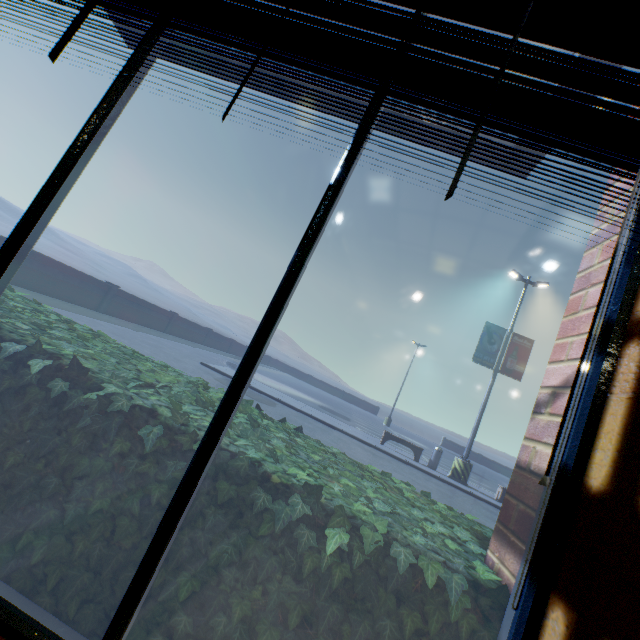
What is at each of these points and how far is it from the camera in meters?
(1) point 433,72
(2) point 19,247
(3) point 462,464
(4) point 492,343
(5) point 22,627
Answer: (1) curtain, 1.1 m
(2) building, 1.3 m
(3) lamp post, 13.5 m
(4) lamp post banner, 14.8 m
(5) building, 1.0 m

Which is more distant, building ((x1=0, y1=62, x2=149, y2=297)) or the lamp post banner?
the lamp post banner

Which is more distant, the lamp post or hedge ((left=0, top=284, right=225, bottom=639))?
the lamp post

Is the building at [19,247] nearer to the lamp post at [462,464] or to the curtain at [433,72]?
the curtain at [433,72]

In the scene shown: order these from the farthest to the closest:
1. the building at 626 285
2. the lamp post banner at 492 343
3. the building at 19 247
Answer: the lamp post banner at 492 343 < the building at 19 247 < the building at 626 285

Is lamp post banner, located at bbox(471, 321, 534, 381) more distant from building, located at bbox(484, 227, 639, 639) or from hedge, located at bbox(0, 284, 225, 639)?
hedge, located at bbox(0, 284, 225, 639)

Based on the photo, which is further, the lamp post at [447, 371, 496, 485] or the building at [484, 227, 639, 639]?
the lamp post at [447, 371, 496, 485]

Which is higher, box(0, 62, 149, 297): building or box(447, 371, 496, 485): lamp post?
box(0, 62, 149, 297): building
